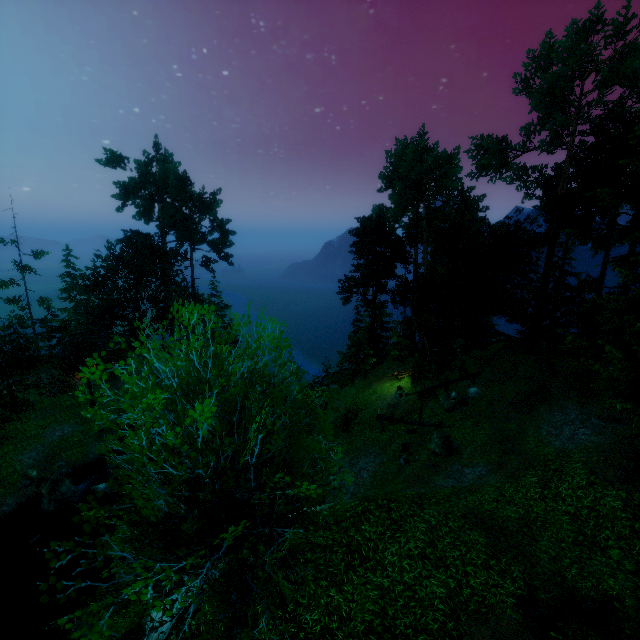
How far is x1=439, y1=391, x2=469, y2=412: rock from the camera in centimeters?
2318cm

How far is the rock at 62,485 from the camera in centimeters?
2028cm

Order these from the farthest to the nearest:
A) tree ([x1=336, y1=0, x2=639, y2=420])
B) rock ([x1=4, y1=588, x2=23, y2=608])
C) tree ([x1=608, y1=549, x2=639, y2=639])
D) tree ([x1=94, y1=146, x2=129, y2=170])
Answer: tree ([x1=94, y1=146, x2=129, y2=170]) < tree ([x1=336, y1=0, x2=639, y2=420]) < rock ([x1=4, y1=588, x2=23, y2=608]) < tree ([x1=608, y1=549, x2=639, y2=639])

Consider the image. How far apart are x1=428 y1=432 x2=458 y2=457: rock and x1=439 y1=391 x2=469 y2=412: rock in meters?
3.3 m

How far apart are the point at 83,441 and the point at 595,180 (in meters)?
50.79

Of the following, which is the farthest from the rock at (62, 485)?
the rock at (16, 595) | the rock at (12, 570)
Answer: the rock at (16, 595)

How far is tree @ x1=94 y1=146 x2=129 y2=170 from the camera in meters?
34.3

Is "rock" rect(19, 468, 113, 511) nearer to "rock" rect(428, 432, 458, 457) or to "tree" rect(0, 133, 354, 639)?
"tree" rect(0, 133, 354, 639)
